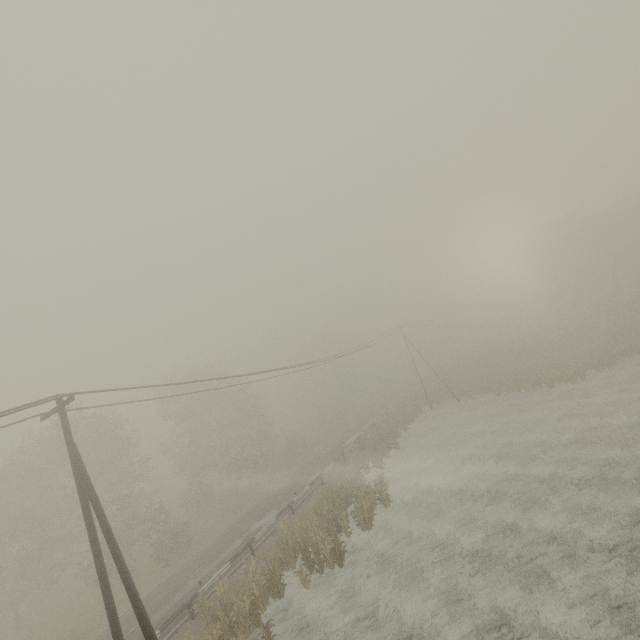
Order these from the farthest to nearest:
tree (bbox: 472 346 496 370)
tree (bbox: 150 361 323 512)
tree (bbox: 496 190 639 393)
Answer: tree (bbox: 472 346 496 370)
tree (bbox: 150 361 323 512)
tree (bbox: 496 190 639 393)

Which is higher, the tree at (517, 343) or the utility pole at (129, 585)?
the utility pole at (129, 585)

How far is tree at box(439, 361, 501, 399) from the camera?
38.1 meters

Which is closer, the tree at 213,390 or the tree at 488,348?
the tree at 213,390

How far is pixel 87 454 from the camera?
28.05m

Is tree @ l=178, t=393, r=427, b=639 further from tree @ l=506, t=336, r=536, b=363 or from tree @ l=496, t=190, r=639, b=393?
tree @ l=496, t=190, r=639, b=393
